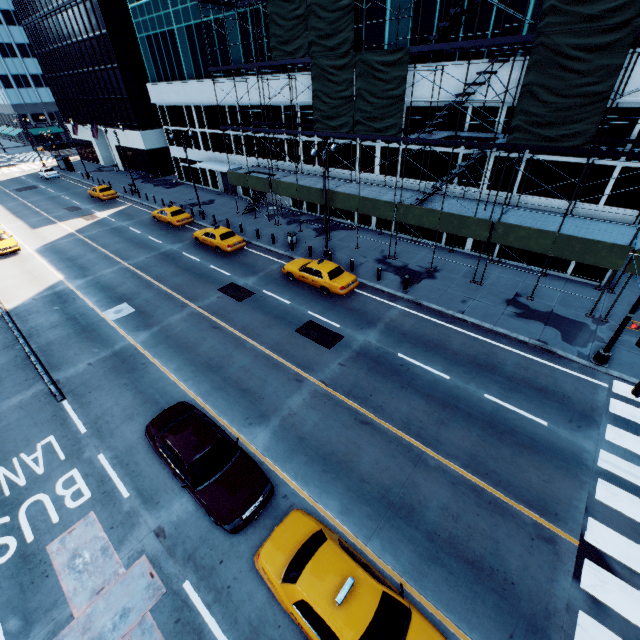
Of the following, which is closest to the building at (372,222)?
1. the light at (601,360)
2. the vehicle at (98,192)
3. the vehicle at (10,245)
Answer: the light at (601,360)

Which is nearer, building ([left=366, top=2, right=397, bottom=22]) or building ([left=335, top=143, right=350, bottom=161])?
building ([left=366, top=2, right=397, bottom=22])

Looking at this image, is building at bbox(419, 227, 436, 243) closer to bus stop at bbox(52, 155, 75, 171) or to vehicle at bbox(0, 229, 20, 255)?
vehicle at bbox(0, 229, 20, 255)

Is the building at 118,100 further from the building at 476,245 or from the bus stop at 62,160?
the bus stop at 62,160

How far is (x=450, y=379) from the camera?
13.9 meters

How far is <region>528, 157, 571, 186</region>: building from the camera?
17.90m

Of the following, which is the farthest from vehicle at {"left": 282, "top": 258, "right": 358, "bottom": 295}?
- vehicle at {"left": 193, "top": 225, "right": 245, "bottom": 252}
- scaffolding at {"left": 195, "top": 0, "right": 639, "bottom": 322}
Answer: vehicle at {"left": 193, "top": 225, "right": 245, "bottom": 252}

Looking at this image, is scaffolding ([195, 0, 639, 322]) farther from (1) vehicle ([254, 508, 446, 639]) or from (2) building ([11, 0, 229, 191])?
(2) building ([11, 0, 229, 191])
